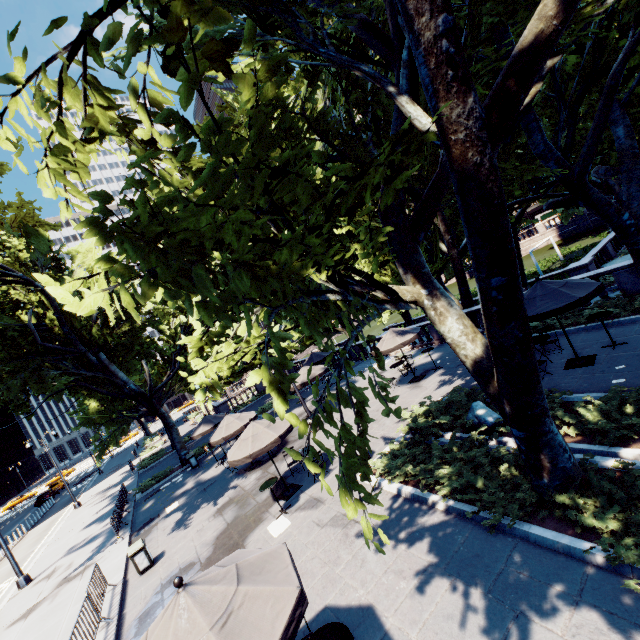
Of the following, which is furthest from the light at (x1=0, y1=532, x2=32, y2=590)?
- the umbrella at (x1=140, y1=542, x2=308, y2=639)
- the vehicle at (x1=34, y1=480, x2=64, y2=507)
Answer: the vehicle at (x1=34, y1=480, x2=64, y2=507)

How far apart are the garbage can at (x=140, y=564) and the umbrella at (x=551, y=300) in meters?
15.3

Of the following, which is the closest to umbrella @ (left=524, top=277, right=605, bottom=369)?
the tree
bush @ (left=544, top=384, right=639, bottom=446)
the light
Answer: bush @ (left=544, top=384, right=639, bottom=446)

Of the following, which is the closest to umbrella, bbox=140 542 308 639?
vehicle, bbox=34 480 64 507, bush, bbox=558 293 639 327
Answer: bush, bbox=558 293 639 327

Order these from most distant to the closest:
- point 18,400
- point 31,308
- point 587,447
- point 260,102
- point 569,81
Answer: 1. point 18,400
2. point 260,102
3. point 31,308
4. point 569,81
5. point 587,447

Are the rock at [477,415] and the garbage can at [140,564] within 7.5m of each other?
no

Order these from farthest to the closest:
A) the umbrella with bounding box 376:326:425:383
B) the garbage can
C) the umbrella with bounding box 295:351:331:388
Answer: the umbrella with bounding box 295:351:331:388, the umbrella with bounding box 376:326:425:383, the garbage can

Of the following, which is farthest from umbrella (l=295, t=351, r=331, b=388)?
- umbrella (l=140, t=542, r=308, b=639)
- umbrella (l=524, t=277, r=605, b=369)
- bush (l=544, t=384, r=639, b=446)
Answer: umbrella (l=140, t=542, r=308, b=639)
